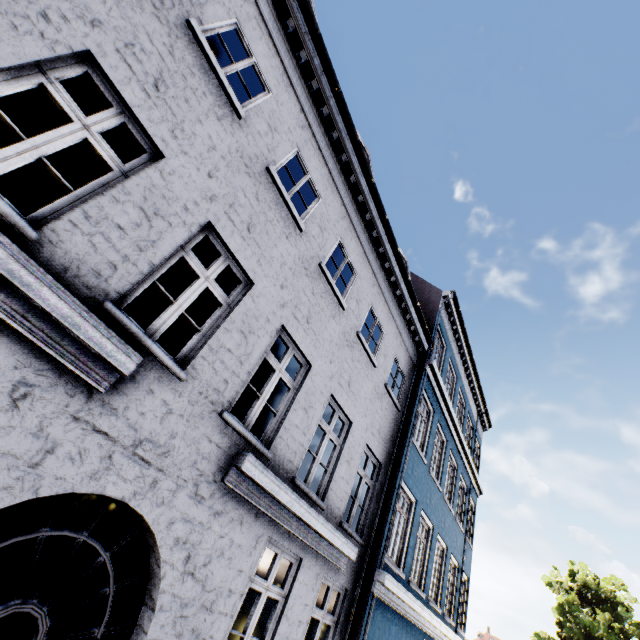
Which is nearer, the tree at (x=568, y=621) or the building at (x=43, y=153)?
the building at (x=43, y=153)

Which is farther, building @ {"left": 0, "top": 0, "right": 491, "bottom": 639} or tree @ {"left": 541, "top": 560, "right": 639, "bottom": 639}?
tree @ {"left": 541, "top": 560, "right": 639, "bottom": 639}

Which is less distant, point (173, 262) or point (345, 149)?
point (173, 262)
